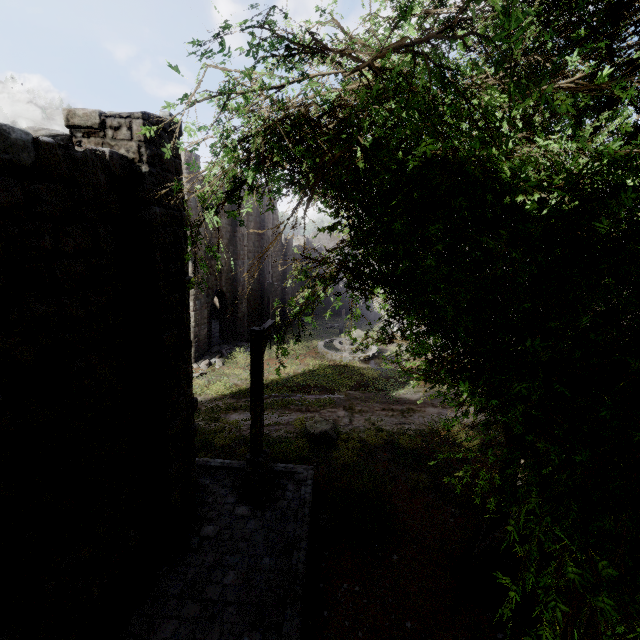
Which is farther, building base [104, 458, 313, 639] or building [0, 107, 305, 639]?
building base [104, 458, 313, 639]

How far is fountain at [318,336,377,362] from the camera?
21.0m

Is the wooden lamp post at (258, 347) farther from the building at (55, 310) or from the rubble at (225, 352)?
the rubble at (225, 352)

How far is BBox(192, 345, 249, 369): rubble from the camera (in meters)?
19.58

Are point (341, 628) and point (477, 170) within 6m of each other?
no

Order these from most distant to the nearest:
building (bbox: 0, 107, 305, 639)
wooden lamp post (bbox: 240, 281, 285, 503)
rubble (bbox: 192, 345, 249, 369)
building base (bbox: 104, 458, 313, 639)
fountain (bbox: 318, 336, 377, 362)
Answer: fountain (bbox: 318, 336, 377, 362) → rubble (bbox: 192, 345, 249, 369) → wooden lamp post (bbox: 240, 281, 285, 503) → building base (bbox: 104, 458, 313, 639) → building (bbox: 0, 107, 305, 639)

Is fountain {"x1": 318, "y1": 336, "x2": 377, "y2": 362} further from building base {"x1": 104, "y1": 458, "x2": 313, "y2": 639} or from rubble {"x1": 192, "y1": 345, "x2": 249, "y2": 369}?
building base {"x1": 104, "y1": 458, "x2": 313, "y2": 639}

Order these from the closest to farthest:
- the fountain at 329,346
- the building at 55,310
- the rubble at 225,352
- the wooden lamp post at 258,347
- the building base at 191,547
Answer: the building at 55,310 < the building base at 191,547 < the wooden lamp post at 258,347 < the rubble at 225,352 < the fountain at 329,346
